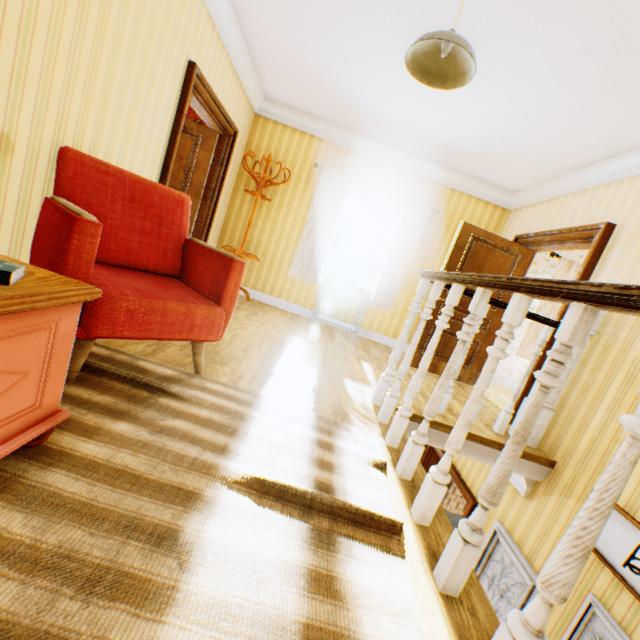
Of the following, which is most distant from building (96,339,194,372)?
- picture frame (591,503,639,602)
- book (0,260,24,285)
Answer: book (0,260,24,285)

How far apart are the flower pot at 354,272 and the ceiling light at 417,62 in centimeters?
292cm

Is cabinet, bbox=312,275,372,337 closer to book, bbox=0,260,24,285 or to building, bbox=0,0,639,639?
A: building, bbox=0,0,639,639

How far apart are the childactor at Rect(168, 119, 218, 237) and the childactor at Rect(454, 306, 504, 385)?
3.7 meters

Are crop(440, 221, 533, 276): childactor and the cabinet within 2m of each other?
yes

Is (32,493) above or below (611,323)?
below

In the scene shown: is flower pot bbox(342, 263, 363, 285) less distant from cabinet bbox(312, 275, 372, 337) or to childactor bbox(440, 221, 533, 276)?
cabinet bbox(312, 275, 372, 337)

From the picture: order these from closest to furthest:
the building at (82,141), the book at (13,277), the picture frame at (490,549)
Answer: the book at (13,277) < the building at (82,141) < the picture frame at (490,549)
